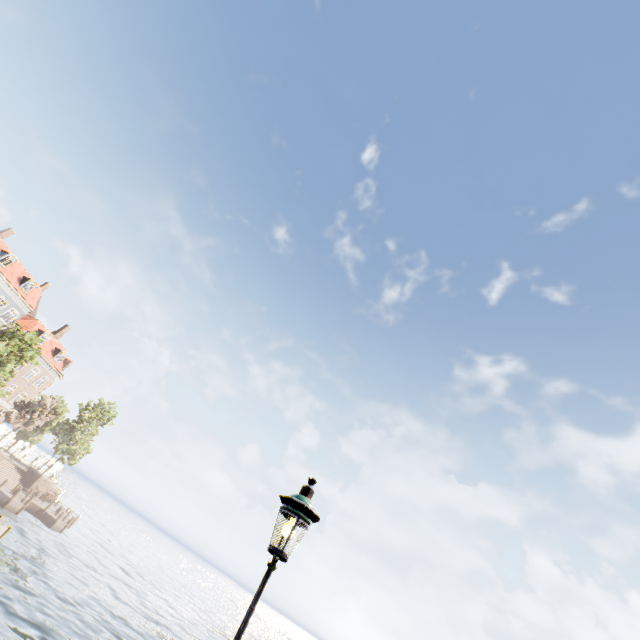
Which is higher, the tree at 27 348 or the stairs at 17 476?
the tree at 27 348

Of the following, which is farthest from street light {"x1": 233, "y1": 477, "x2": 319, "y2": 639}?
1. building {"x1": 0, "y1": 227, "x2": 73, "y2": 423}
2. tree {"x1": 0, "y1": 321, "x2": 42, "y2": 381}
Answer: building {"x1": 0, "y1": 227, "x2": 73, "y2": 423}

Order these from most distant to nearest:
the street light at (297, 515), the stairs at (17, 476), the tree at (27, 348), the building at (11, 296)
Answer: the building at (11, 296), the stairs at (17, 476), the tree at (27, 348), the street light at (297, 515)

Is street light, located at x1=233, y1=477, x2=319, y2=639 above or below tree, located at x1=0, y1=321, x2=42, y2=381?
below

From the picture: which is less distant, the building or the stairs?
the stairs

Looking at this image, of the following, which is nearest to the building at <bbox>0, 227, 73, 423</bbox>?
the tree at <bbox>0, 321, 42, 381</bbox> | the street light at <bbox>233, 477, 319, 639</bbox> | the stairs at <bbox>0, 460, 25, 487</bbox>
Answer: the tree at <bbox>0, 321, 42, 381</bbox>

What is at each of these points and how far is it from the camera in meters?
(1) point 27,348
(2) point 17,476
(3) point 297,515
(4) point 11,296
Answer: (1) tree, 35.1 m
(2) stairs, 36.9 m
(3) street light, 3.5 m
(4) building, 40.3 m

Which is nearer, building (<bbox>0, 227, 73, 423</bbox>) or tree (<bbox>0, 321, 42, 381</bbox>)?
tree (<bbox>0, 321, 42, 381</bbox>)
